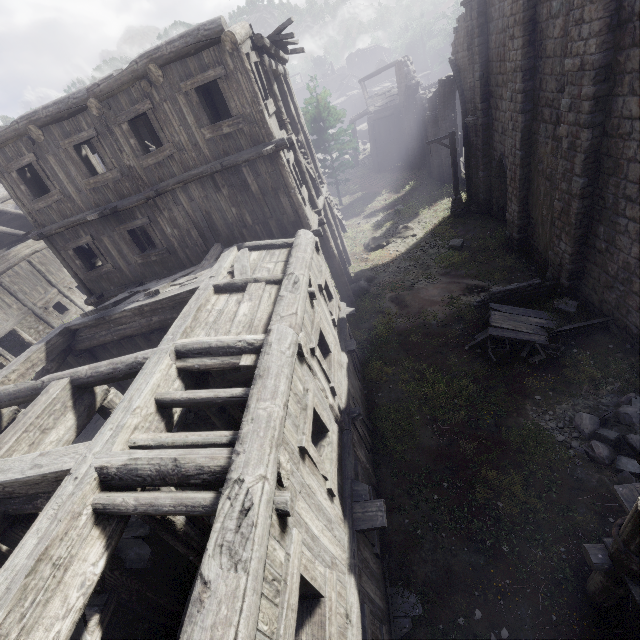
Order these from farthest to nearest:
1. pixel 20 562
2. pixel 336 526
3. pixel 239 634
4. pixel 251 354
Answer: pixel 251 354 → pixel 336 526 → pixel 20 562 → pixel 239 634

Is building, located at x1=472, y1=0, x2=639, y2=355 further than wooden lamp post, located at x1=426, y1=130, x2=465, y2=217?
No

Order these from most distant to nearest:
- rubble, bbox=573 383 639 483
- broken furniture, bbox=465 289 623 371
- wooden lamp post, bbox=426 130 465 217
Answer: wooden lamp post, bbox=426 130 465 217
broken furniture, bbox=465 289 623 371
rubble, bbox=573 383 639 483

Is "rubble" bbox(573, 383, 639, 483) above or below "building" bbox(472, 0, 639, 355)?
below

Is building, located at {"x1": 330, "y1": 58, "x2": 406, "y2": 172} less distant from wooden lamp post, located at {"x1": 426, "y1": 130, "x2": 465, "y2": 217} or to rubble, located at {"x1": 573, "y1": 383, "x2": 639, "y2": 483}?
rubble, located at {"x1": 573, "y1": 383, "x2": 639, "y2": 483}

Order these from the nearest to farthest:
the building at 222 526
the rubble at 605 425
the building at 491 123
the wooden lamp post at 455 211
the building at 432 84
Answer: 1. the building at 222 526
2. the rubble at 605 425
3. the building at 491 123
4. the wooden lamp post at 455 211
5. the building at 432 84

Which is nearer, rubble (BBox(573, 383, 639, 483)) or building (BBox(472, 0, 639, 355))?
rubble (BBox(573, 383, 639, 483))

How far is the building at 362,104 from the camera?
30.66m
